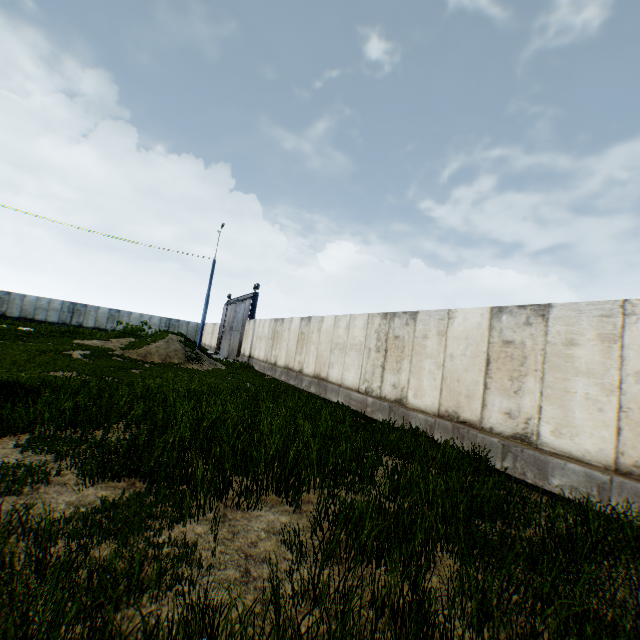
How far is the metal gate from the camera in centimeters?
2750cm

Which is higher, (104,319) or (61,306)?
(61,306)

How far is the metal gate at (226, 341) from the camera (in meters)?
27.50
